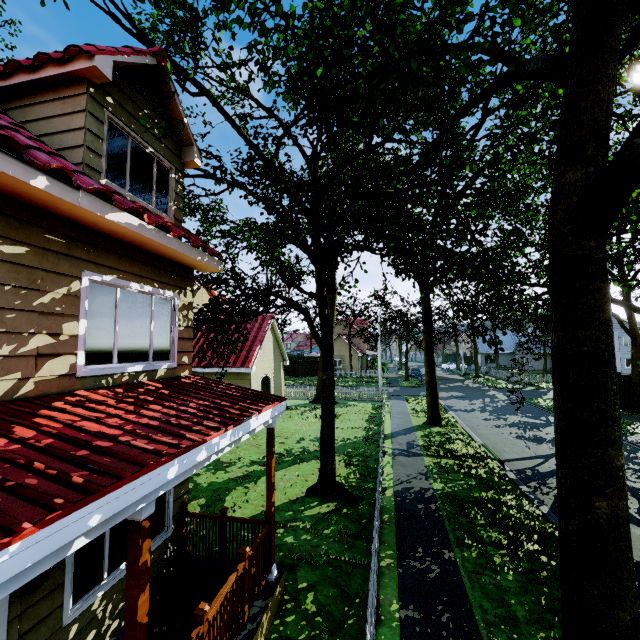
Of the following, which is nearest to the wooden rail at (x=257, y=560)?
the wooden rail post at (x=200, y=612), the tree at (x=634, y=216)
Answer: the wooden rail post at (x=200, y=612)

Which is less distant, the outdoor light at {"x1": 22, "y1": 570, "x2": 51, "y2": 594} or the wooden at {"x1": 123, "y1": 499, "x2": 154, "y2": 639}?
the wooden at {"x1": 123, "y1": 499, "x2": 154, "y2": 639}

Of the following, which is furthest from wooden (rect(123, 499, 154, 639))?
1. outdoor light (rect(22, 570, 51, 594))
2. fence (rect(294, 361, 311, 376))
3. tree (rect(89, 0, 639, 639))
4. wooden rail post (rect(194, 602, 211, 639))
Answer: tree (rect(89, 0, 639, 639))

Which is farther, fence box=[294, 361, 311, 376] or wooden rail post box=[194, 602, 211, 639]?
fence box=[294, 361, 311, 376]

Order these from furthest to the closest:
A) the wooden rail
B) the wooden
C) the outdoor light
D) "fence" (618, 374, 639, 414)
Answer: "fence" (618, 374, 639, 414) → the wooden rail → the outdoor light → the wooden

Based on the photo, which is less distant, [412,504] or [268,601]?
[268,601]

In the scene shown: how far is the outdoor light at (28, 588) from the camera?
3.5 meters

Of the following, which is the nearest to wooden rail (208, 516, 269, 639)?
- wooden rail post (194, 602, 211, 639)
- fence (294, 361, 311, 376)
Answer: wooden rail post (194, 602, 211, 639)
